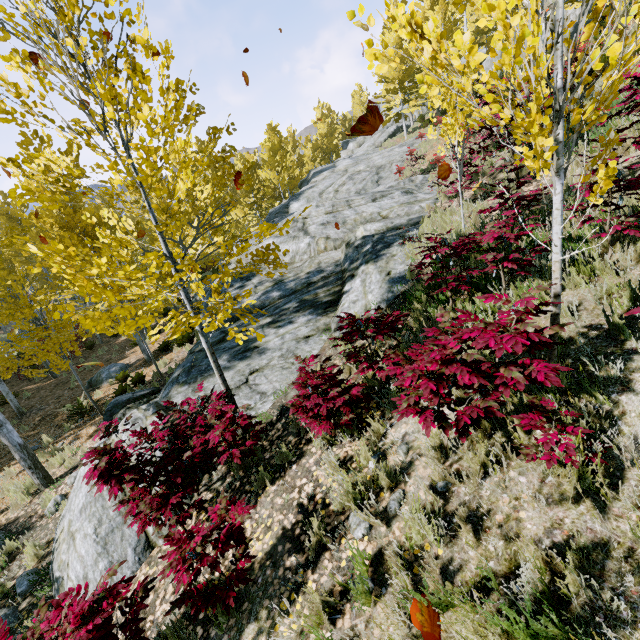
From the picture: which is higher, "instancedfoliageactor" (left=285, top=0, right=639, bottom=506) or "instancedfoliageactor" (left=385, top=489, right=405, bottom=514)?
"instancedfoliageactor" (left=285, top=0, right=639, bottom=506)

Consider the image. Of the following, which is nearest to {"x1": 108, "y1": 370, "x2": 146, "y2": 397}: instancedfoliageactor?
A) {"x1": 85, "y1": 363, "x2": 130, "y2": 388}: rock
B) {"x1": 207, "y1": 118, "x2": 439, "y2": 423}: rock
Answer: {"x1": 207, "y1": 118, "x2": 439, "y2": 423}: rock

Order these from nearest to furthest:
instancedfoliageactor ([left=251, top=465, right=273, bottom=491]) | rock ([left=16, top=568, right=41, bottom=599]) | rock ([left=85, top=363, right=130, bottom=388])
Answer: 1. instancedfoliageactor ([left=251, top=465, right=273, bottom=491])
2. rock ([left=16, top=568, right=41, bottom=599])
3. rock ([left=85, top=363, right=130, bottom=388])

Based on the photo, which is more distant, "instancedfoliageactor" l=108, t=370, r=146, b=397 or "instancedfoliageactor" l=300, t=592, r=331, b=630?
"instancedfoliageactor" l=108, t=370, r=146, b=397

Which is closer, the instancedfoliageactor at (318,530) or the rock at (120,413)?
the instancedfoliageactor at (318,530)

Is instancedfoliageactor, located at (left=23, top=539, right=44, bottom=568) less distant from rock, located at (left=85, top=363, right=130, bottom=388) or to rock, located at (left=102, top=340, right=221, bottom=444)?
rock, located at (left=102, top=340, right=221, bottom=444)

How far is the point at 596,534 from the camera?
2.1m

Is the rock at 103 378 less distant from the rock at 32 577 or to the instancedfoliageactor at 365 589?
the instancedfoliageactor at 365 589
